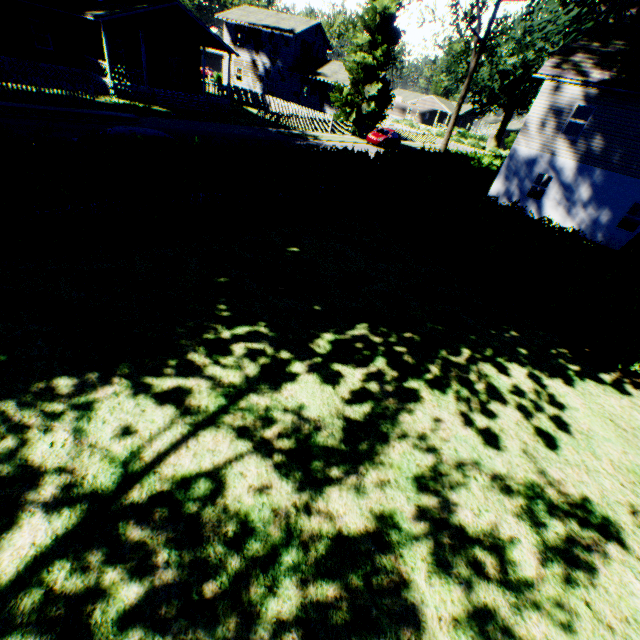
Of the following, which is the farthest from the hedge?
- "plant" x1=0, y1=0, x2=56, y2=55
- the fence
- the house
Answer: the house

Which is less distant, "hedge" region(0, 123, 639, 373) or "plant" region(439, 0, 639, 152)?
"hedge" region(0, 123, 639, 373)

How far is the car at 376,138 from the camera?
32.5m

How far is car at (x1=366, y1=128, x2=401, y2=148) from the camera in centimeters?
3250cm

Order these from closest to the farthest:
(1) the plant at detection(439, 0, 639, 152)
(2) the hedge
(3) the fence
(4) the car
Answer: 1. (2) the hedge
2. (1) the plant at detection(439, 0, 639, 152)
3. (3) the fence
4. (4) the car

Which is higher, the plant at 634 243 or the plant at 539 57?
the plant at 539 57

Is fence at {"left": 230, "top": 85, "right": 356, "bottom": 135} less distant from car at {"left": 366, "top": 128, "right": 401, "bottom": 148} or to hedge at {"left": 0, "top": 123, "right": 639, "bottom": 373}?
car at {"left": 366, "top": 128, "right": 401, "bottom": 148}

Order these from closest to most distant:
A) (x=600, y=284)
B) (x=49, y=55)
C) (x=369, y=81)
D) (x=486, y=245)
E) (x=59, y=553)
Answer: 1. (x=59, y=553)
2. (x=600, y=284)
3. (x=486, y=245)
4. (x=49, y=55)
5. (x=369, y=81)
